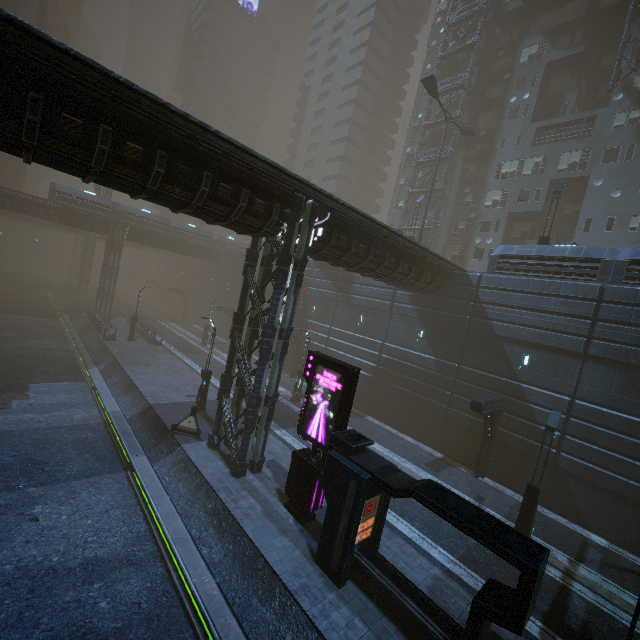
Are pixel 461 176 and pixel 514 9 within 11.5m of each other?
no

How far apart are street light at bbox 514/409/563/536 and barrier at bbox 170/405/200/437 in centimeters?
1474cm

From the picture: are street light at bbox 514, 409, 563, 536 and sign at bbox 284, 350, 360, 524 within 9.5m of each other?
yes

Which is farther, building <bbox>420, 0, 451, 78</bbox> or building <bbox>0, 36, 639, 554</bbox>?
building <bbox>420, 0, 451, 78</bbox>

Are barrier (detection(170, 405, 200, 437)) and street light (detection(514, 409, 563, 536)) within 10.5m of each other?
no

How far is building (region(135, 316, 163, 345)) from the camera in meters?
32.3 m

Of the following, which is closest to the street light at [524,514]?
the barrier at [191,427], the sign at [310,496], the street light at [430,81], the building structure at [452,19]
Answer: the sign at [310,496]

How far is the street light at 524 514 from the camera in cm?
1317
